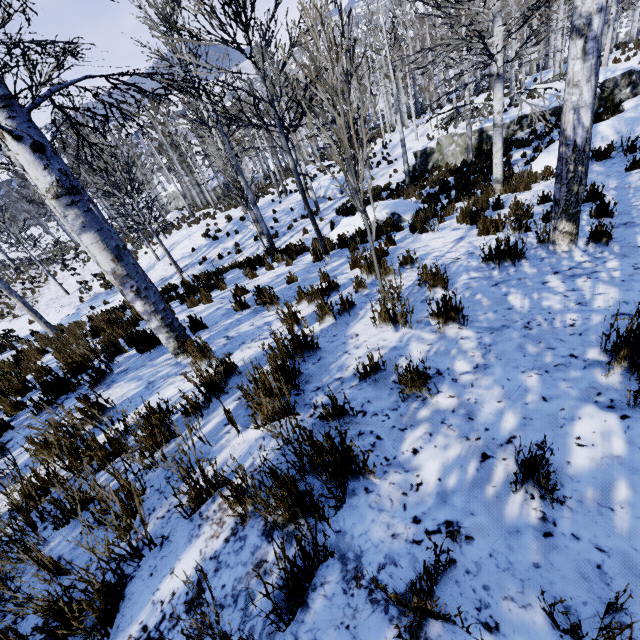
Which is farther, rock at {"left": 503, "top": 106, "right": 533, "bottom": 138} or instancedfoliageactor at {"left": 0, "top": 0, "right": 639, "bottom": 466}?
rock at {"left": 503, "top": 106, "right": 533, "bottom": 138}

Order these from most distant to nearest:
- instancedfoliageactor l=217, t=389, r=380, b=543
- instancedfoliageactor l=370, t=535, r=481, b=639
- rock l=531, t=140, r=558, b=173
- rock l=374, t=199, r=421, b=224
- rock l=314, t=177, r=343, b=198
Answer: rock l=314, t=177, r=343, b=198, rock l=374, t=199, r=421, b=224, rock l=531, t=140, r=558, b=173, instancedfoliageactor l=217, t=389, r=380, b=543, instancedfoliageactor l=370, t=535, r=481, b=639

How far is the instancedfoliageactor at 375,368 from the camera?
2.55m

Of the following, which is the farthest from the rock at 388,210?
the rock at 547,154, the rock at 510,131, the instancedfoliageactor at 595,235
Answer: the rock at 510,131

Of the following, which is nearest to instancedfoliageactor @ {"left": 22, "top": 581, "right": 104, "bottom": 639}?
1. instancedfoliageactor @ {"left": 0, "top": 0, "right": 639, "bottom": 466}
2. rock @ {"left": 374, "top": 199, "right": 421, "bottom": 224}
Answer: rock @ {"left": 374, "top": 199, "right": 421, "bottom": 224}

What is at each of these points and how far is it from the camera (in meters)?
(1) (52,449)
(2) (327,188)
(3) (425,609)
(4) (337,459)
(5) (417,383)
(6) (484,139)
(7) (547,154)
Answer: (1) instancedfoliageactor, 2.54
(2) rock, 20.70
(3) instancedfoliageactor, 1.10
(4) instancedfoliageactor, 1.68
(5) instancedfoliageactor, 2.25
(6) rock, 16.70
(7) rock, 9.83

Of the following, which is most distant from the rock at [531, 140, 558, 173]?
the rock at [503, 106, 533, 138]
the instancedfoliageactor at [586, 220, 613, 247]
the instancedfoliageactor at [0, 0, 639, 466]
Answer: the instancedfoliageactor at [0, 0, 639, 466]
